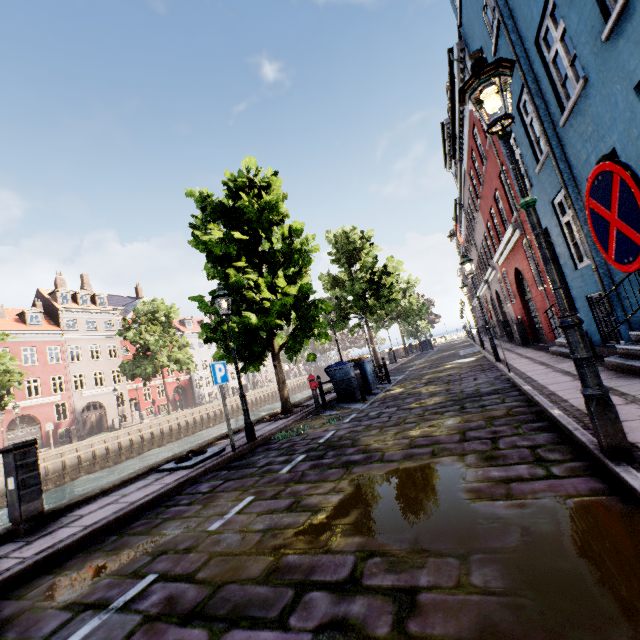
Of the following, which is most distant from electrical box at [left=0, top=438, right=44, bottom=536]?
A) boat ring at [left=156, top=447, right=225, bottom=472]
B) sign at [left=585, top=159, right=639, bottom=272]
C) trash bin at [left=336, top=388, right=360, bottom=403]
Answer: trash bin at [left=336, top=388, right=360, bottom=403]

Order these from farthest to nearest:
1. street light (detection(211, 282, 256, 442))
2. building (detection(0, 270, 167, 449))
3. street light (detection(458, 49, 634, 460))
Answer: building (detection(0, 270, 167, 449))
street light (detection(211, 282, 256, 442))
street light (detection(458, 49, 634, 460))

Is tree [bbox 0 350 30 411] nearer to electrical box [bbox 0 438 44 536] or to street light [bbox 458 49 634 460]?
street light [bbox 458 49 634 460]

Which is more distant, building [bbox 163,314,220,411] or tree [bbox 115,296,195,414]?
building [bbox 163,314,220,411]

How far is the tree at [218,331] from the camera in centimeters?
988cm

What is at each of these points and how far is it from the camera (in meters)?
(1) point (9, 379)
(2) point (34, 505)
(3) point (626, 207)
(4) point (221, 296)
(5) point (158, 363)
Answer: (1) tree, 20.78
(2) electrical box, 4.70
(3) sign, 1.42
(4) street light, 7.75
(5) tree, 30.92

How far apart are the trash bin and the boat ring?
4.9m

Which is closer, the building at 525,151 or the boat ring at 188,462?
the building at 525,151
